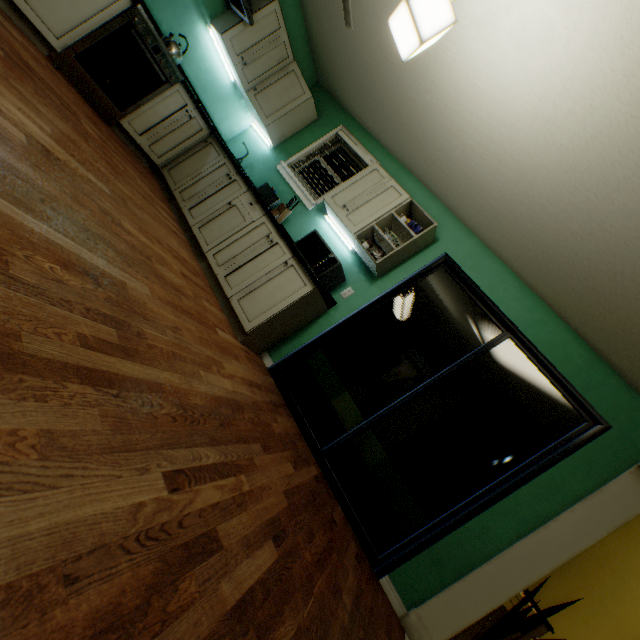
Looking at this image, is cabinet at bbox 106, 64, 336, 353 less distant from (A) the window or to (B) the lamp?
(A) the window

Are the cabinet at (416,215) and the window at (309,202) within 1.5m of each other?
yes

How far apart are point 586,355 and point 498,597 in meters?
2.0

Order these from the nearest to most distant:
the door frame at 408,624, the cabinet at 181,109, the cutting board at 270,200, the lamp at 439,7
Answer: the lamp at 439,7
the door frame at 408,624
the cabinet at 181,109
the cutting board at 270,200

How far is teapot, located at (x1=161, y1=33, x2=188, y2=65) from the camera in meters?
3.0 m

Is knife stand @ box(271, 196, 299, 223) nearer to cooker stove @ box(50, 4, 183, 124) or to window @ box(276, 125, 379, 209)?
window @ box(276, 125, 379, 209)

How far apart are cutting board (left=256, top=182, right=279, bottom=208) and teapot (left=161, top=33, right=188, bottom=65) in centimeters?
133cm

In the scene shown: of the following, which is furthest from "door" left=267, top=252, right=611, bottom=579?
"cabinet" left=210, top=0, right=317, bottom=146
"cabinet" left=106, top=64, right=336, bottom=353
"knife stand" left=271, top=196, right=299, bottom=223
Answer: "cabinet" left=210, top=0, right=317, bottom=146
